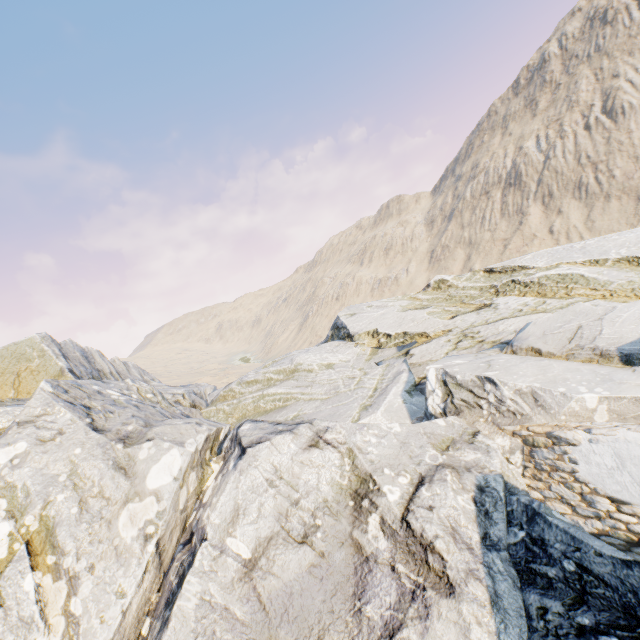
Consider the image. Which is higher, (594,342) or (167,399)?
(167,399)
